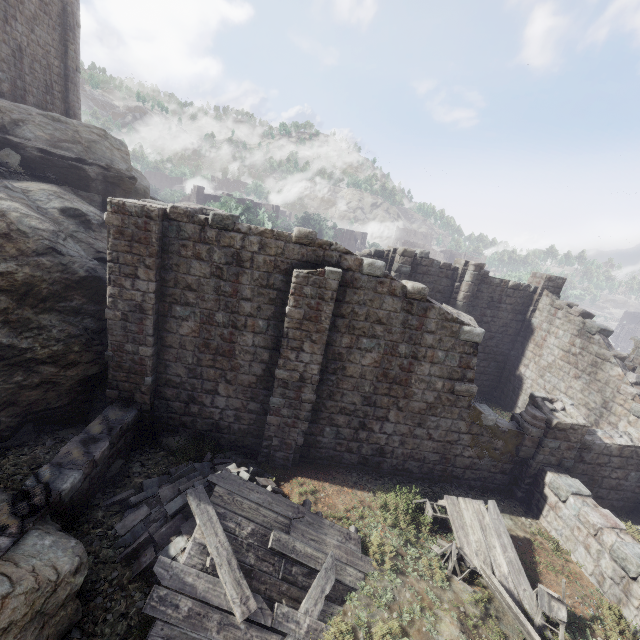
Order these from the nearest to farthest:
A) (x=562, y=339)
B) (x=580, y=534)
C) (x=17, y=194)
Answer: (x=580, y=534) → (x=17, y=194) → (x=562, y=339)

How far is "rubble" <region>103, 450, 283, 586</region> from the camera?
6.91m

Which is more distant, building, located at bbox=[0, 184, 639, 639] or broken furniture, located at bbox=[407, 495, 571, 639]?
building, located at bbox=[0, 184, 639, 639]

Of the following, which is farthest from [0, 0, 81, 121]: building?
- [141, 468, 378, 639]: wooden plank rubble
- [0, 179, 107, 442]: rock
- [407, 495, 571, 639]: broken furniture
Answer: [141, 468, 378, 639]: wooden plank rubble

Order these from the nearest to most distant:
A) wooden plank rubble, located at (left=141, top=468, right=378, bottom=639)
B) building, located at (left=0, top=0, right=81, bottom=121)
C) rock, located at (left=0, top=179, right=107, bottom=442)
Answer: wooden plank rubble, located at (left=141, top=468, right=378, bottom=639), rock, located at (left=0, top=179, right=107, bottom=442), building, located at (left=0, top=0, right=81, bottom=121)

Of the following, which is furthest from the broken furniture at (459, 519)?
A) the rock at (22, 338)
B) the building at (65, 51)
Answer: the rock at (22, 338)

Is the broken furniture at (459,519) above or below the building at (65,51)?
below

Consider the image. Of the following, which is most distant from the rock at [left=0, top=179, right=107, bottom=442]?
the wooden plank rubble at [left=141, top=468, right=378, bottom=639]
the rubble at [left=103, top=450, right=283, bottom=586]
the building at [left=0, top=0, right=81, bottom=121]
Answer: the wooden plank rubble at [left=141, top=468, right=378, bottom=639]
